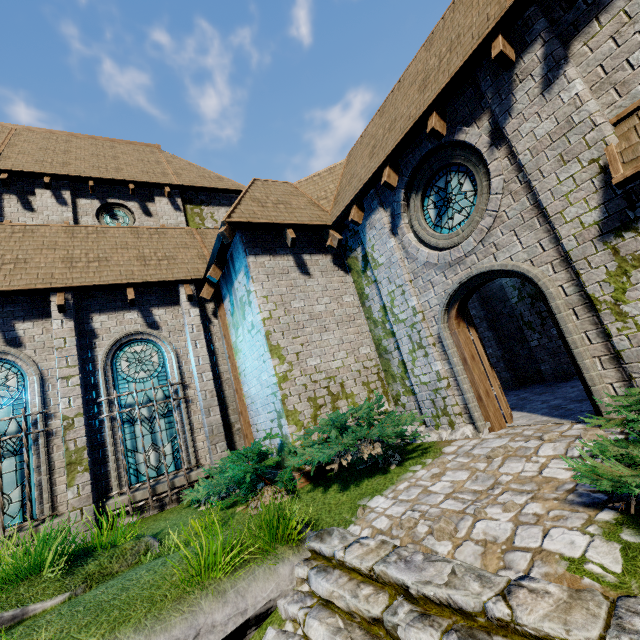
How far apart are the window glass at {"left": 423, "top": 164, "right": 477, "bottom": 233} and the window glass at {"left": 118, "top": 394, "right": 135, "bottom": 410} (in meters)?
7.72

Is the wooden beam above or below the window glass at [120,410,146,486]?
below

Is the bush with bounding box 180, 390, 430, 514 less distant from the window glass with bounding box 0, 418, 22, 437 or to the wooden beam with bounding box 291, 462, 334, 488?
the wooden beam with bounding box 291, 462, 334, 488

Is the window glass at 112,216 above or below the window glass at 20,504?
above

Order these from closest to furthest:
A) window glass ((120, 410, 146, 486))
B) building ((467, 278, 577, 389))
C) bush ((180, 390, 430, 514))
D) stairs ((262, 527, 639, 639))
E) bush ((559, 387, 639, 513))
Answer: stairs ((262, 527, 639, 639)), bush ((559, 387, 639, 513)), bush ((180, 390, 430, 514)), window glass ((120, 410, 146, 486)), building ((467, 278, 577, 389))

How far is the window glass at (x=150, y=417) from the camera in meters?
8.2 m

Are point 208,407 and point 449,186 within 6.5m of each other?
no
